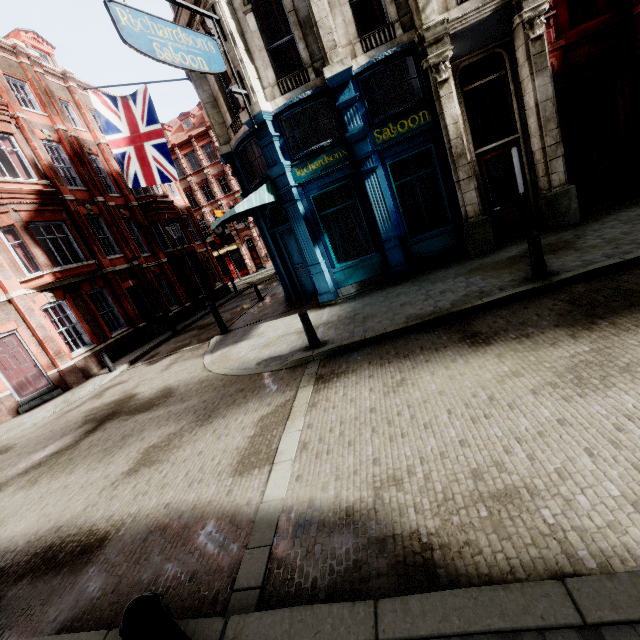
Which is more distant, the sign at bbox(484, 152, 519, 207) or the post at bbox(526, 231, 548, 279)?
the sign at bbox(484, 152, 519, 207)

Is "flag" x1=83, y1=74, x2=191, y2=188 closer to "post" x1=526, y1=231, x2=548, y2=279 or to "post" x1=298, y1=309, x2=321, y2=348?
"post" x1=298, y1=309, x2=321, y2=348

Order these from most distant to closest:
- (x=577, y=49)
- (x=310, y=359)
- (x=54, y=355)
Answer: (x=54, y=355) < (x=577, y=49) < (x=310, y=359)

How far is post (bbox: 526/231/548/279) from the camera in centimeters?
630cm

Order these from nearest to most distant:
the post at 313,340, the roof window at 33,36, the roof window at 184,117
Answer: the post at 313,340, the roof window at 33,36, the roof window at 184,117

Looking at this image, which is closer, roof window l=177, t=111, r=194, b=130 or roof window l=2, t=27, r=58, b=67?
roof window l=2, t=27, r=58, b=67

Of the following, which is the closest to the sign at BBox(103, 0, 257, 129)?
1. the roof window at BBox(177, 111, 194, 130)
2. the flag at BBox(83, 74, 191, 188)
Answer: the flag at BBox(83, 74, 191, 188)

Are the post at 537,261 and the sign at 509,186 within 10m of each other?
yes
